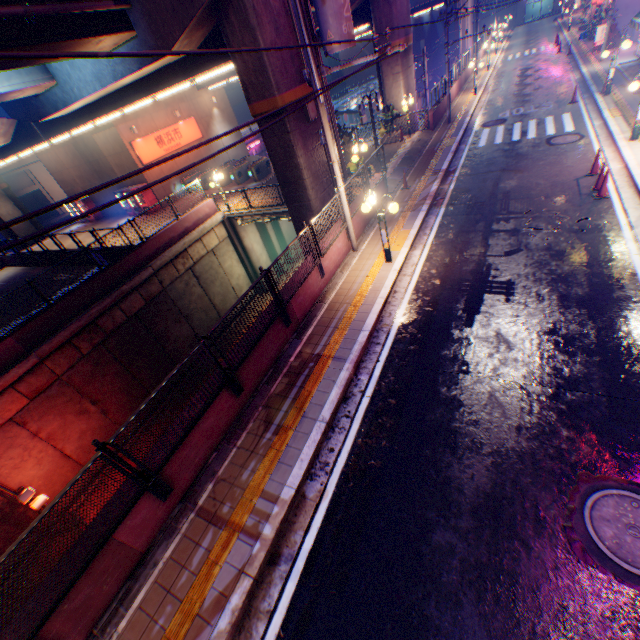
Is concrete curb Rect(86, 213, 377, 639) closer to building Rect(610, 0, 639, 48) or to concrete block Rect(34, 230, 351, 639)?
concrete block Rect(34, 230, 351, 639)

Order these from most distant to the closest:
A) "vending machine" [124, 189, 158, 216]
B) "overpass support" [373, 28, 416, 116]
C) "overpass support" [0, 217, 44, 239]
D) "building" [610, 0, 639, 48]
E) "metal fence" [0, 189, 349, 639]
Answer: "overpass support" [0, 217, 44, 239] < "vending machine" [124, 189, 158, 216] < "building" [610, 0, 639, 48] < "overpass support" [373, 28, 416, 116] < "metal fence" [0, 189, 349, 639]

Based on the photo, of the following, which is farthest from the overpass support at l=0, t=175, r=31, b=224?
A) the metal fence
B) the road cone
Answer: the road cone

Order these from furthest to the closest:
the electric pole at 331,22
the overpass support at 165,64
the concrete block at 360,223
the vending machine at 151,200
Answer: the vending machine at 151,200, the concrete block at 360,223, the overpass support at 165,64, the electric pole at 331,22

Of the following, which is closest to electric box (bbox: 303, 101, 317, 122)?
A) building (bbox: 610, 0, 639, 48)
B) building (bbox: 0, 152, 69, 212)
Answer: building (bbox: 610, 0, 639, 48)

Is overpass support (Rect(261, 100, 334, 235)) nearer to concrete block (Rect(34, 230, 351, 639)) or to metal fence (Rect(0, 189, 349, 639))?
metal fence (Rect(0, 189, 349, 639))

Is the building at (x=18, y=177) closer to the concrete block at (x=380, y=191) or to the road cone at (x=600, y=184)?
the concrete block at (x=380, y=191)

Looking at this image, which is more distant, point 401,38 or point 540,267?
point 401,38
